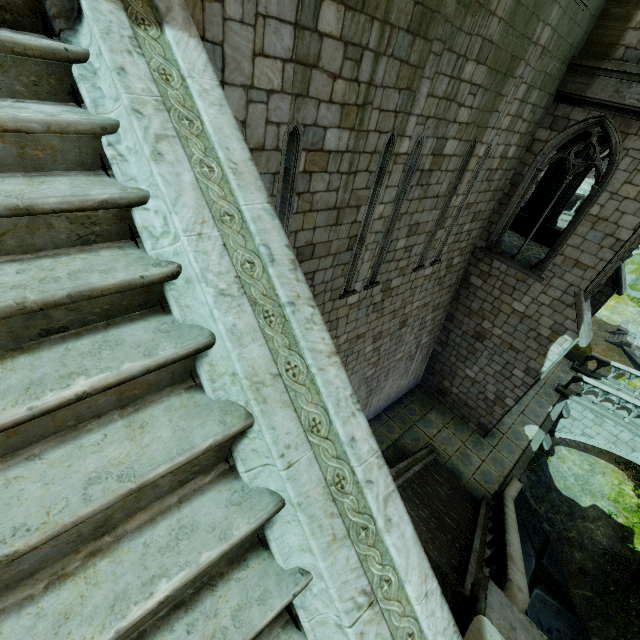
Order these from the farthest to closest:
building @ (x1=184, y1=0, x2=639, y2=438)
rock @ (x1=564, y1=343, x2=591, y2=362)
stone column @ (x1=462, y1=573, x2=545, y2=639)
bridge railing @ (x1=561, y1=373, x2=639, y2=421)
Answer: rock @ (x1=564, y1=343, x2=591, y2=362)
bridge railing @ (x1=561, y1=373, x2=639, y2=421)
building @ (x1=184, y1=0, x2=639, y2=438)
stone column @ (x1=462, y1=573, x2=545, y2=639)

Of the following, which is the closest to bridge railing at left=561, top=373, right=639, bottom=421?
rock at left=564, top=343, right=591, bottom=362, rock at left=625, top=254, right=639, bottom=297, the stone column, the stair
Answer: rock at left=564, top=343, right=591, bottom=362

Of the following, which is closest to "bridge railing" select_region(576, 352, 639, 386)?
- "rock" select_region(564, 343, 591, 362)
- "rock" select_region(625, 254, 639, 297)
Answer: "rock" select_region(564, 343, 591, 362)

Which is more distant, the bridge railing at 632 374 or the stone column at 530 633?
Result: the bridge railing at 632 374

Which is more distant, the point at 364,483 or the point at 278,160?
the point at 278,160

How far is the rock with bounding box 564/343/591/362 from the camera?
20.25m

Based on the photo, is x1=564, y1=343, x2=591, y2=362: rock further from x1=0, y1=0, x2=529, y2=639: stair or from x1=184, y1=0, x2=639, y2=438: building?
x1=0, y1=0, x2=529, y2=639: stair

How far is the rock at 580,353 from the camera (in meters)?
20.25
